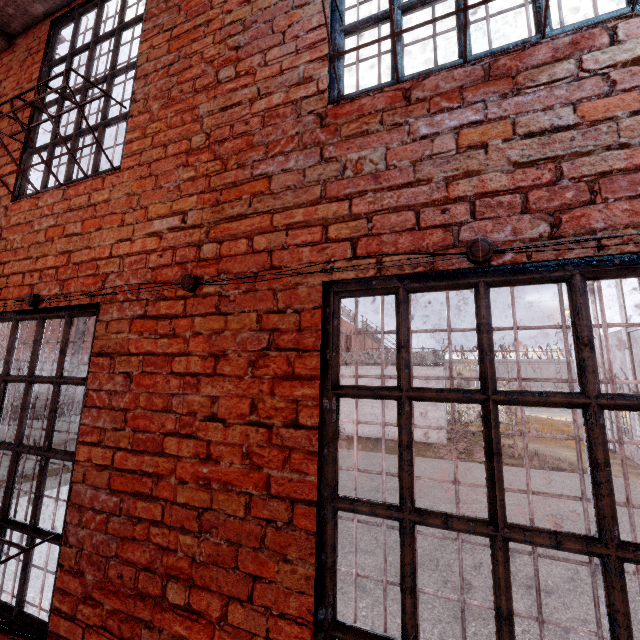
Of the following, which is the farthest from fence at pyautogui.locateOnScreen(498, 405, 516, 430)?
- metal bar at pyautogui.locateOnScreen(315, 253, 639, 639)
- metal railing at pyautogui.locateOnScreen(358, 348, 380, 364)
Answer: metal bar at pyautogui.locateOnScreen(315, 253, 639, 639)

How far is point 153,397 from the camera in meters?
1.8 m

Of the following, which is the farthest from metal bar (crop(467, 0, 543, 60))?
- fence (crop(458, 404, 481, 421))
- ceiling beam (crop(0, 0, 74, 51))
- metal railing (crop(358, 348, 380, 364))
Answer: fence (crop(458, 404, 481, 421))

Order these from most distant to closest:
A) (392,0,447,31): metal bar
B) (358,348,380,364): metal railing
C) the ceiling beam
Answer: (358,348,380,364): metal railing, the ceiling beam, (392,0,447,31): metal bar

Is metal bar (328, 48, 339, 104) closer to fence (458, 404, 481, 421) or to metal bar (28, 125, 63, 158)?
metal bar (28, 125, 63, 158)

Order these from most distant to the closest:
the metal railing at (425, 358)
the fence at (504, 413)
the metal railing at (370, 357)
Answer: the fence at (504, 413), the metal railing at (370, 357), the metal railing at (425, 358)

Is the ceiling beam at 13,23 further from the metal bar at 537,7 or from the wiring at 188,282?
the wiring at 188,282

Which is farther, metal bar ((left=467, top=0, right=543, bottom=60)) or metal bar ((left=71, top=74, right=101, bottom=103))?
metal bar ((left=71, top=74, right=101, bottom=103))
